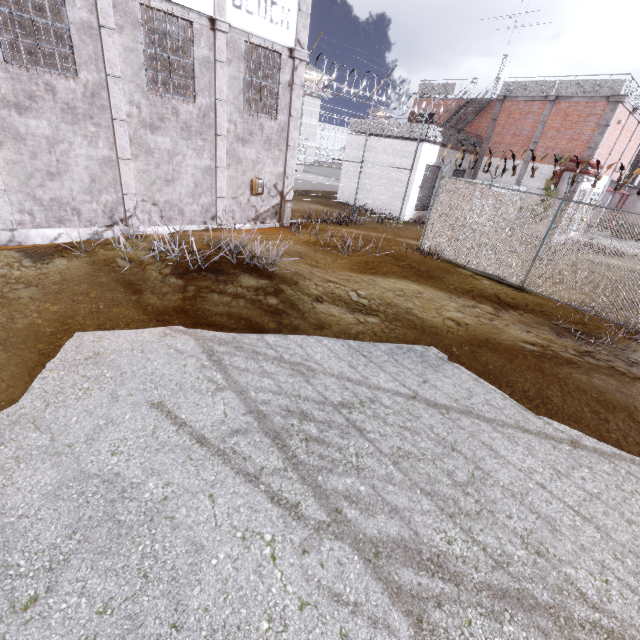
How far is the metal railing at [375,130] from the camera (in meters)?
Answer: 17.34

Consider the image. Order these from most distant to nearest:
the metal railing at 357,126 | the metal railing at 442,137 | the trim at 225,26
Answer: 1. the metal railing at 357,126
2. the metal railing at 442,137
3. the trim at 225,26

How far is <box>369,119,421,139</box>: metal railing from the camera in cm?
1734

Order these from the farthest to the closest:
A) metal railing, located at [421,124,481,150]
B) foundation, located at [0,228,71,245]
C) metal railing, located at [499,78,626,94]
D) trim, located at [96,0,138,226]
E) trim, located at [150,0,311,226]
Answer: metal railing, located at [421,124,481,150] → metal railing, located at [499,78,626,94] → trim, located at [150,0,311,226] → foundation, located at [0,228,71,245] → trim, located at [96,0,138,226]

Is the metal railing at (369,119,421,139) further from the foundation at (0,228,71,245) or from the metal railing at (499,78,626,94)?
the foundation at (0,228,71,245)

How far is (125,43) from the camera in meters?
8.5 m

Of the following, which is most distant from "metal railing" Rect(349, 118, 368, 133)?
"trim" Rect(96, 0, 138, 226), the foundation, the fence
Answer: the foundation

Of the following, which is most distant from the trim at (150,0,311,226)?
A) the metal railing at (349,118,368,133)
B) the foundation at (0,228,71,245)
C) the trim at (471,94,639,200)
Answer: the trim at (471,94,639,200)
